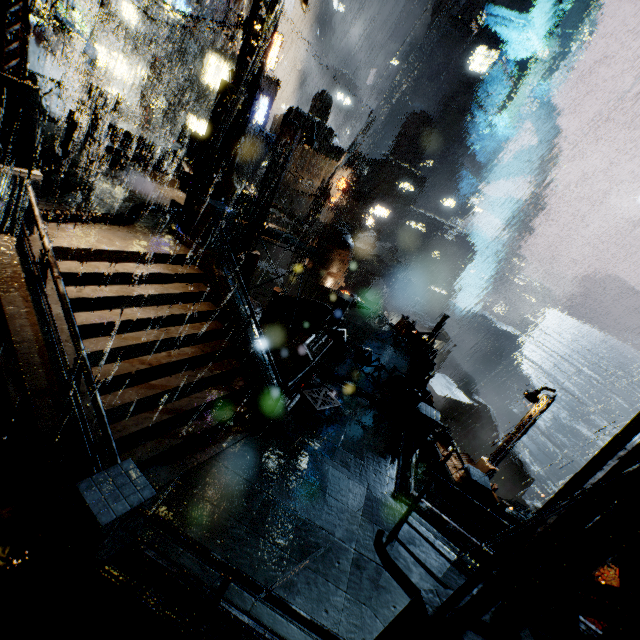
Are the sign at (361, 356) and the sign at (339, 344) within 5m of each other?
yes

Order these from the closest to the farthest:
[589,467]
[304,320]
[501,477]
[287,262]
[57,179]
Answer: [589,467] < [57,179] < [304,320] < [287,262] < [501,477]

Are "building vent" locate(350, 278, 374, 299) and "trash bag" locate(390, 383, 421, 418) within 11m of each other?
no

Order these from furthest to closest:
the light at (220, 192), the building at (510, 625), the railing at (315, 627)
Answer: the light at (220, 192) < the railing at (315, 627) < the building at (510, 625)

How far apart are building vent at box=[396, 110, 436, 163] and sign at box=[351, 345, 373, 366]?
55.6m

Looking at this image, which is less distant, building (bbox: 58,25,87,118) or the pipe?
the pipe

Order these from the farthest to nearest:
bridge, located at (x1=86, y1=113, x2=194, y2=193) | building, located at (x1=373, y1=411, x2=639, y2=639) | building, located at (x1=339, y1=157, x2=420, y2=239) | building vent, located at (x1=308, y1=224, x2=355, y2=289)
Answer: building, located at (x1=339, y1=157, x2=420, y2=239), building vent, located at (x1=308, y1=224, x2=355, y2=289), bridge, located at (x1=86, y1=113, x2=194, y2=193), building, located at (x1=373, y1=411, x2=639, y2=639)

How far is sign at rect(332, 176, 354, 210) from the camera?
40.0 meters
